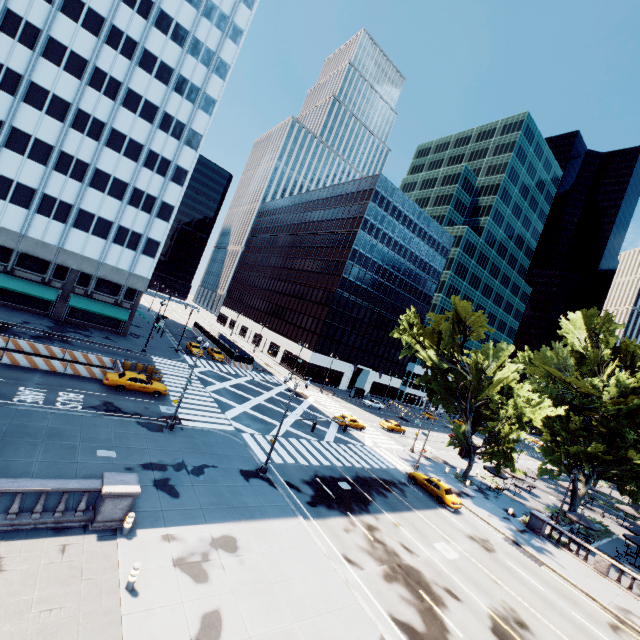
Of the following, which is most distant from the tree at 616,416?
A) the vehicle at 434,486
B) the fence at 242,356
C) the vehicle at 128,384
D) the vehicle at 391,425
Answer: the fence at 242,356

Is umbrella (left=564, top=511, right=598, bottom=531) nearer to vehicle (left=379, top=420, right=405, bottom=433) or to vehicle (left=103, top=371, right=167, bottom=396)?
vehicle (left=379, top=420, right=405, bottom=433)

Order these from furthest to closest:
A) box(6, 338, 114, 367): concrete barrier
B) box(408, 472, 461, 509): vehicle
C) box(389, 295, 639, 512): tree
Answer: box(389, 295, 639, 512): tree → box(408, 472, 461, 509): vehicle → box(6, 338, 114, 367): concrete barrier

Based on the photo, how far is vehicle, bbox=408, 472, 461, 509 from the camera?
29.0 meters

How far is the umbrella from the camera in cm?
3156

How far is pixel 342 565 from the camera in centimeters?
1688cm

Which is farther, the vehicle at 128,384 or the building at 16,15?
the building at 16,15

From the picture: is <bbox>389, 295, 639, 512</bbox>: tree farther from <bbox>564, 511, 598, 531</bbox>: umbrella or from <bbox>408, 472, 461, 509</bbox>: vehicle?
<bbox>408, 472, 461, 509</bbox>: vehicle
